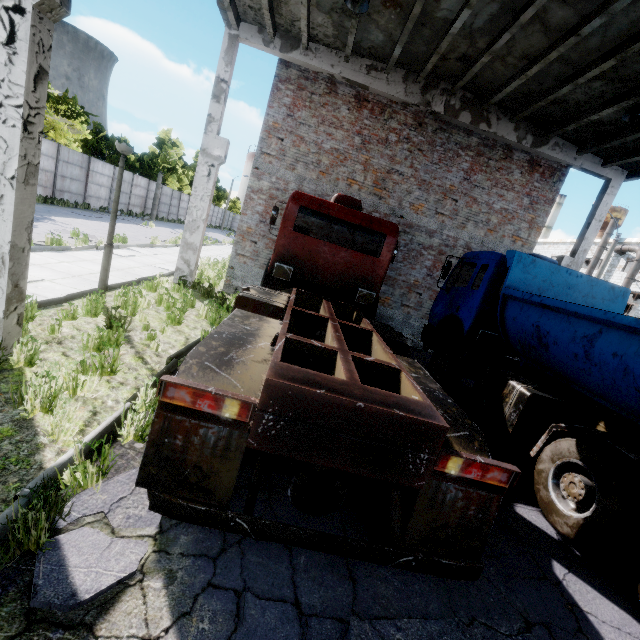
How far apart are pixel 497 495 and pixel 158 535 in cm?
278

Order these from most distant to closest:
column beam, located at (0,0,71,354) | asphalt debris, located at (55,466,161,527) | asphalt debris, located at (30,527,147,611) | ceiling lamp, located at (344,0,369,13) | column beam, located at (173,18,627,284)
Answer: column beam, located at (173,18,627,284), ceiling lamp, located at (344,0,369,13), column beam, located at (0,0,71,354), asphalt debris, located at (55,466,161,527), asphalt debris, located at (30,527,147,611)

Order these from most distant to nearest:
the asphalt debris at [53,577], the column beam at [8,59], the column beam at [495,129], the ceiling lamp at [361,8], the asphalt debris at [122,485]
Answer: the column beam at [495,129] → the ceiling lamp at [361,8] → the column beam at [8,59] → the asphalt debris at [122,485] → the asphalt debris at [53,577]

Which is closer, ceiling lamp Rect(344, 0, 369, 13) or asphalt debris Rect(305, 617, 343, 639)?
asphalt debris Rect(305, 617, 343, 639)

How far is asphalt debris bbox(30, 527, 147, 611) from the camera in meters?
2.0 m

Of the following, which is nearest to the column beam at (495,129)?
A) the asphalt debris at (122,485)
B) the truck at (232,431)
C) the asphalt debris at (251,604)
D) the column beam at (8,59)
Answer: the truck at (232,431)

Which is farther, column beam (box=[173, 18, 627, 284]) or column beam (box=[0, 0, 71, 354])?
column beam (box=[173, 18, 627, 284])

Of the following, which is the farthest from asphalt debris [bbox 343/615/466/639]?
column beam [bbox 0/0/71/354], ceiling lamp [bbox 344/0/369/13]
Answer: ceiling lamp [bbox 344/0/369/13]
